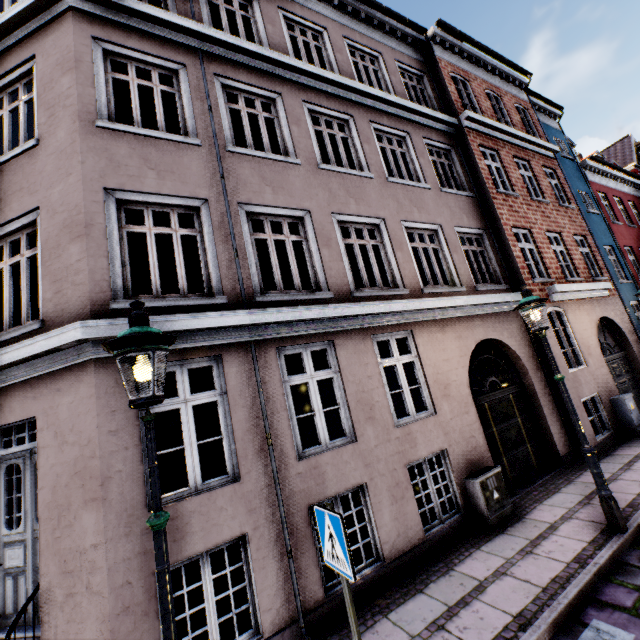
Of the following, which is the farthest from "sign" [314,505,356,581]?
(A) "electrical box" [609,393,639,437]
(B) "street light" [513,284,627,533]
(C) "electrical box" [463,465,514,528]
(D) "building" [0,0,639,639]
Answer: (A) "electrical box" [609,393,639,437]

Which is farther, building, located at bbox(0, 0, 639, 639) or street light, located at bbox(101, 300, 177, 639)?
building, located at bbox(0, 0, 639, 639)

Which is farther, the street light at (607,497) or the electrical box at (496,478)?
the electrical box at (496,478)

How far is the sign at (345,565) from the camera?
2.6m

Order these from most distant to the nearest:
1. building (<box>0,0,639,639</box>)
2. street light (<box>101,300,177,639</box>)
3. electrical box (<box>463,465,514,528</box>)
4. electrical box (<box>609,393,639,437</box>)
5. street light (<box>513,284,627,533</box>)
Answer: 1. electrical box (<box>609,393,639,437</box>)
2. electrical box (<box>463,465,514,528</box>)
3. street light (<box>513,284,627,533</box>)
4. building (<box>0,0,639,639</box>)
5. street light (<box>101,300,177,639</box>)

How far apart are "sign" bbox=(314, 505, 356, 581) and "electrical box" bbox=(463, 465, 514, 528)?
4.1 meters

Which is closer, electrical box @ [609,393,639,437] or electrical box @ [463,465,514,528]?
electrical box @ [463,465,514,528]

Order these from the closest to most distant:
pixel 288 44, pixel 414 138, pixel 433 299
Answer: pixel 433 299 → pixel 288 44 → pixel 414 138
